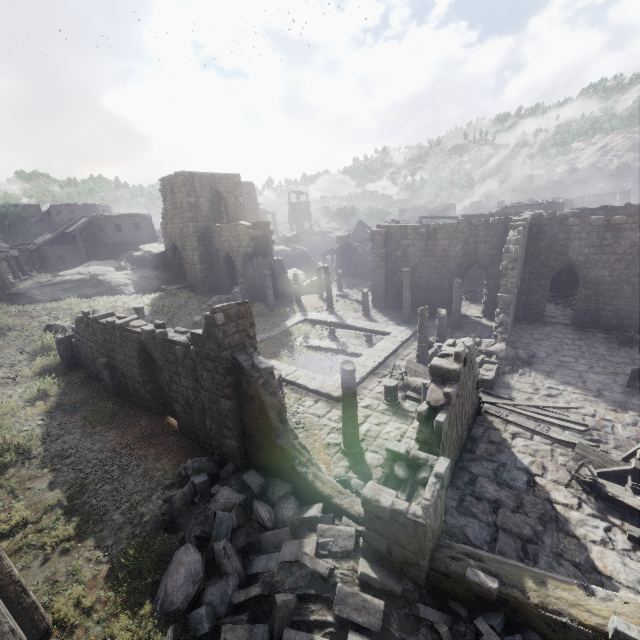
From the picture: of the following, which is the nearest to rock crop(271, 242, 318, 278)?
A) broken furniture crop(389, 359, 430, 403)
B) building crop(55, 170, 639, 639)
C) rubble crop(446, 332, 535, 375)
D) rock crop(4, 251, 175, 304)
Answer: building crop(55, 170, 639, 639)

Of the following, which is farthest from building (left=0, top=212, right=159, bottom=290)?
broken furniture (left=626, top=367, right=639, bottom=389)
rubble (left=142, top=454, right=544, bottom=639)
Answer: broken furniture (left=626, top=367, right=639, bottom=389)

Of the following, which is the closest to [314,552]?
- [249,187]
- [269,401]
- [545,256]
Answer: [269,401]

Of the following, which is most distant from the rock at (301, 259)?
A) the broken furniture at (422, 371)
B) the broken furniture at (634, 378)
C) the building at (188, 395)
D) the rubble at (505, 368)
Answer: the broken furniture at (634, 378)

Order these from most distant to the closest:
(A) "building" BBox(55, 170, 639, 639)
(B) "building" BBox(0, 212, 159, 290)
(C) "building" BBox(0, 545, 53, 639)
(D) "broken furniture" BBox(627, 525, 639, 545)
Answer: (B) "building" BBox(0, 212, 159, 290)
(D) "broken furniture" BBox(627, 525, 639, 545)
(A) "building" BBox(55, 170, 639, 639)
(C) "building" BBox(0, 545, 53, 639)

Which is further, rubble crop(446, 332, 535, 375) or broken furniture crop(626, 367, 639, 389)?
rubble crop(446, 332, 535, 375)

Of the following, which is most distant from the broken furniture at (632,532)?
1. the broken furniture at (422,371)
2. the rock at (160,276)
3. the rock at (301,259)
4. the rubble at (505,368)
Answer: the rock at (301,259)

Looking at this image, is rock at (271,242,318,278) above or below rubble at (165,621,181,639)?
above
